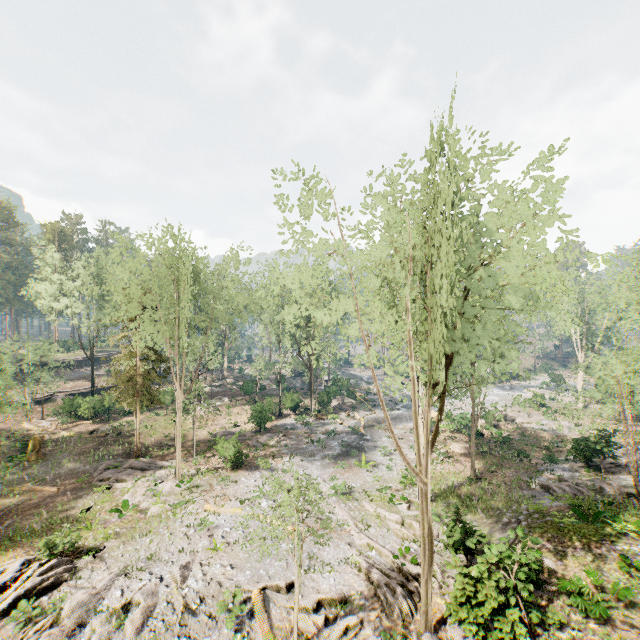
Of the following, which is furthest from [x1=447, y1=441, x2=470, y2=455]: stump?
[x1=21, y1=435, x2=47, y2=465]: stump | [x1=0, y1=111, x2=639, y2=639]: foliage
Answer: [x1=21, y1=435, x2=47, y2=465]: stump

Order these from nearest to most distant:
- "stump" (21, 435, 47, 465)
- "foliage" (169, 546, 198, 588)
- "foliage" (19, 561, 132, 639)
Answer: "foliage" (19, 561, 132, 639), "foliage" (169, 546, 198, 588), "stump" (21, 435, 47, 465)

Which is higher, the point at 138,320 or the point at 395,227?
the point at 395,227

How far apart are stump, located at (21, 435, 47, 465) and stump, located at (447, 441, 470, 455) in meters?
33.9 m

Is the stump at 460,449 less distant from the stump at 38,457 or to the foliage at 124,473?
the foliage at 124,473

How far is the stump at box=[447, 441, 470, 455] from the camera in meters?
28.6 m

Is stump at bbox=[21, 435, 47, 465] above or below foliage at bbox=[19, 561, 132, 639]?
above

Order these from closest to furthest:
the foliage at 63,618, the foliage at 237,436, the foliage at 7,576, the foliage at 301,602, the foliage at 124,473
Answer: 1. the foliage at 124,473
2. the foliage at 301,602
3. the foliage at 63,618
4. the foliage at 7,576
5. the foliage at 237,436
